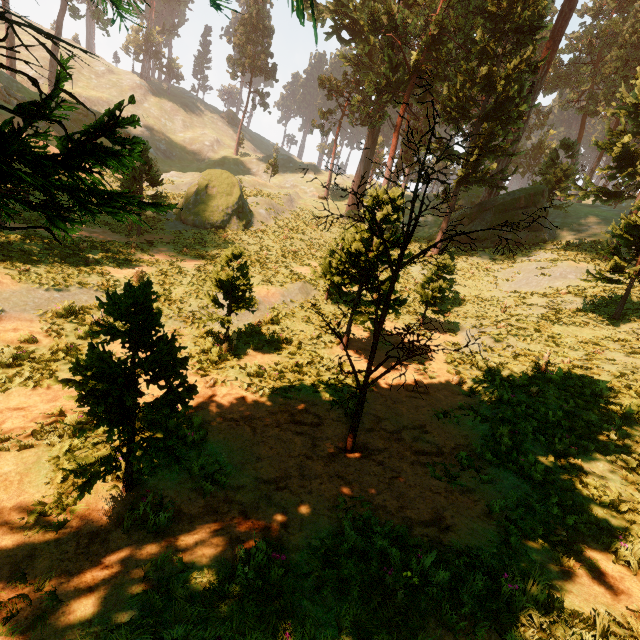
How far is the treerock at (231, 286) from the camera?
10.6m

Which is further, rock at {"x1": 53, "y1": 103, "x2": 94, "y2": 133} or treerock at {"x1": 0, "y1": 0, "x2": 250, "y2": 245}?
rock at {"x1": 53, "y1": 103, "x2": 94, "y2": 133}

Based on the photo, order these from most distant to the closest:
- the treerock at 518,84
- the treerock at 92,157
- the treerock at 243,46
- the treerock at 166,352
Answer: the treerock at 243,46
the treerock at 518,84
the treerock at 166,352
the treerock at 92,157

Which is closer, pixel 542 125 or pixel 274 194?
pixel 274 194

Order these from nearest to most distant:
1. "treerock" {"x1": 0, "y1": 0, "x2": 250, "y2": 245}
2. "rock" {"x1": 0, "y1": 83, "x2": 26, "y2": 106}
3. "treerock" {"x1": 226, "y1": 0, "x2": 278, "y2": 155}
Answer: "treerock" {"x1": 0, "y1": 0, "x2": 250, "y2": 245} → "rock" {"x1": 0, "y1": 83, "x2": 26, "y2": 106} → "treerock" {"x1": 226, "y1": 0, "x2": 278, "y2": 155}

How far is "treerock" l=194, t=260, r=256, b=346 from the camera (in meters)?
10.63
